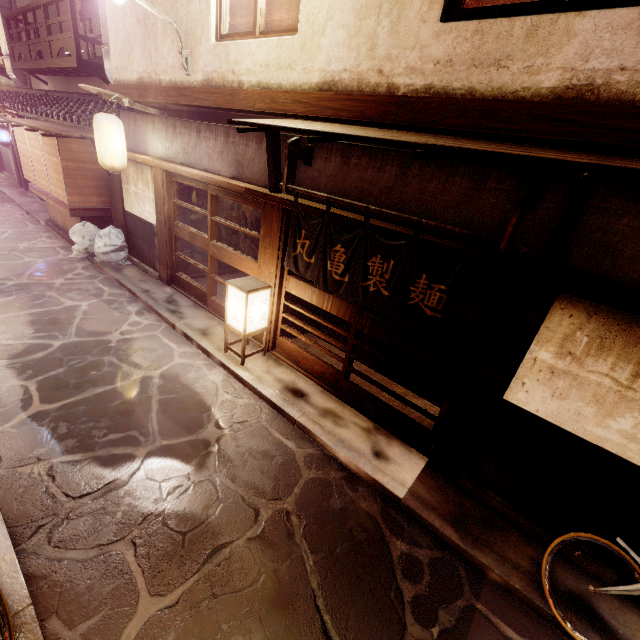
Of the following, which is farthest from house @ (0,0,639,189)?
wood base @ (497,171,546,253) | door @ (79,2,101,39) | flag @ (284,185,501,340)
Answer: door @ (79,2,101,39)

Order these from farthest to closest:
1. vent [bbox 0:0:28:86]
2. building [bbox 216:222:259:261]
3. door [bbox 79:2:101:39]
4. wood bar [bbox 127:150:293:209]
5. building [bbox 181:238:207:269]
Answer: vent [bbox 0:0:28:86]
door [bbox 79:2:101:39]
building [bbox 216:222:259:261]
building [bbox 181:238:207:269]
wood bar [bbox 127:150:293:209]

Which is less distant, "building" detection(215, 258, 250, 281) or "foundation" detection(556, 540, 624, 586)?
"foundation" detection(556, 540, 624, 586)

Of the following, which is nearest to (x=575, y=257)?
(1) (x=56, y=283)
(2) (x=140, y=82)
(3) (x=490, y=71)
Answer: (3) (x=490, y=71)

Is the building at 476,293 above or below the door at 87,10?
below

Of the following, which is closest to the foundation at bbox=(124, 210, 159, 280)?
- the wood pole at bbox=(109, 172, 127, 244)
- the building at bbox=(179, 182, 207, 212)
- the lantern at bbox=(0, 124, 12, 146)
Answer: the wood pole at bbox=(109, 172, 127, 244)

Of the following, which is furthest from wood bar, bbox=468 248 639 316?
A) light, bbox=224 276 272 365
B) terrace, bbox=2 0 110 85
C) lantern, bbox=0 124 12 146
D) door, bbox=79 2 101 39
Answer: lantern, bbox=0 124 12 146

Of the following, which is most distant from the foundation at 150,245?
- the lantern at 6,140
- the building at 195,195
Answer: the lantern at 6,140
